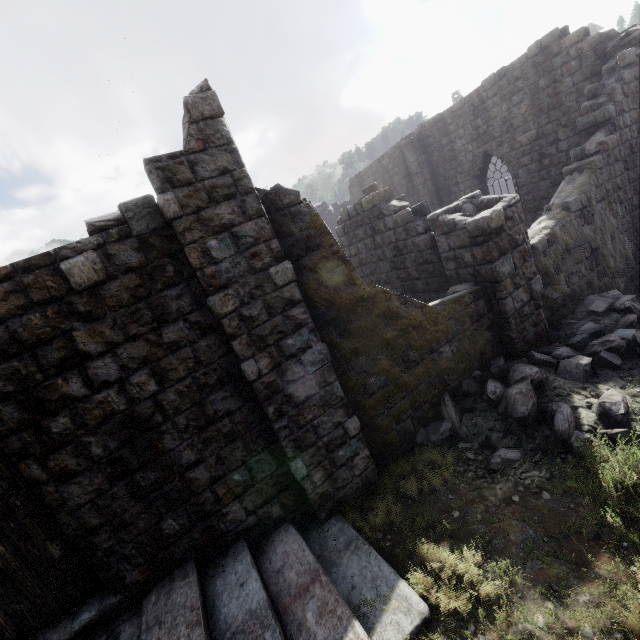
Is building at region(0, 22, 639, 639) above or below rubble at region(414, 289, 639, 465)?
above

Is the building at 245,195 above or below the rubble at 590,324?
above

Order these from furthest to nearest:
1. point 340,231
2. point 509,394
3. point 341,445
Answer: point 340,231, point 509,394, point 341,445

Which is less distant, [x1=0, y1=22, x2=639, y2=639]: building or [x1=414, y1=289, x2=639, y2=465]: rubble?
[x1=0, y1=22, x2=639, y2=639]: building

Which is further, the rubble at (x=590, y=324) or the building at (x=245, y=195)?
the rubble at (x=590, y=324)
